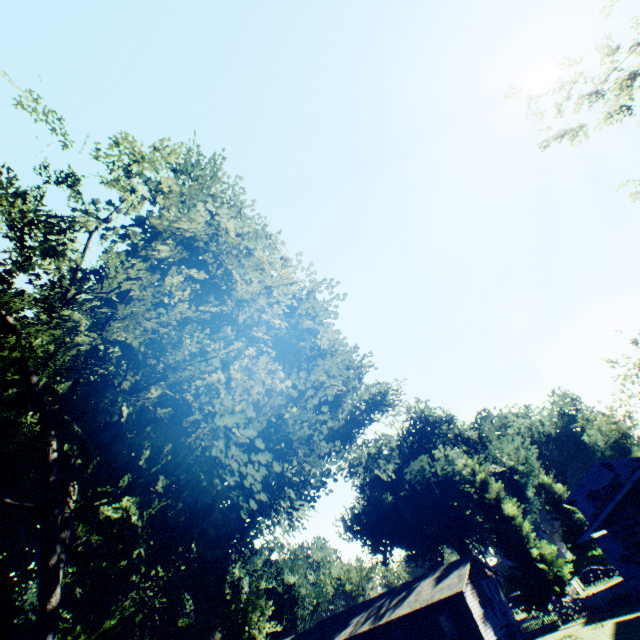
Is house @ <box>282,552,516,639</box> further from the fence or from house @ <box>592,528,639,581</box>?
house @ <box>592,528,639,581</box>

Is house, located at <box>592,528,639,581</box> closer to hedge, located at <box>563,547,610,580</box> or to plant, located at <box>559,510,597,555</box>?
hedge, located at <box>563,547,610,580</box>

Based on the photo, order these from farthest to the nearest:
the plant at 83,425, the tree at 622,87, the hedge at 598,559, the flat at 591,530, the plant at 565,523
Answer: the plant at 565,523
the hedge at 598,559
the tree at 622,87
the flat at 591,530
the plant at 83,425

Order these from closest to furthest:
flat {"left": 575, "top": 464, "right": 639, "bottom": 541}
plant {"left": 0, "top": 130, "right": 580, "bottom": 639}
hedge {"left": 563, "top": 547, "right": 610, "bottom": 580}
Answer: plant {"left": 0, "top": 130, "right": 580, "bottom": 639} → flat {"left": 575, "top": 464, "right": 639, "bottom": 541} → hedge {"left": 563, "top": 547, "right": 610, "bottom": 580}

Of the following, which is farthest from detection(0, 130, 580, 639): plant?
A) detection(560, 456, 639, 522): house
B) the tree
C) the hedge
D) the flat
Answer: the flat

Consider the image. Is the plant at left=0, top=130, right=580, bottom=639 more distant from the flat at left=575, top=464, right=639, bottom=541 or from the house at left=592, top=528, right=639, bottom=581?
the flat at left=575, top=464, right=639, bottom=541

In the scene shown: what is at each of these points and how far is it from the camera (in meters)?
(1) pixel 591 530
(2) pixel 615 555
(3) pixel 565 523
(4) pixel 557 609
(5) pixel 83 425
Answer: (1) flat, 12.70
(2) house, 27.61
(3) plant, 59.84
(4) fence, 27.45
(5) plant, 13.17

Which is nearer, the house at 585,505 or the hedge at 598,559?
the house at 585,505
